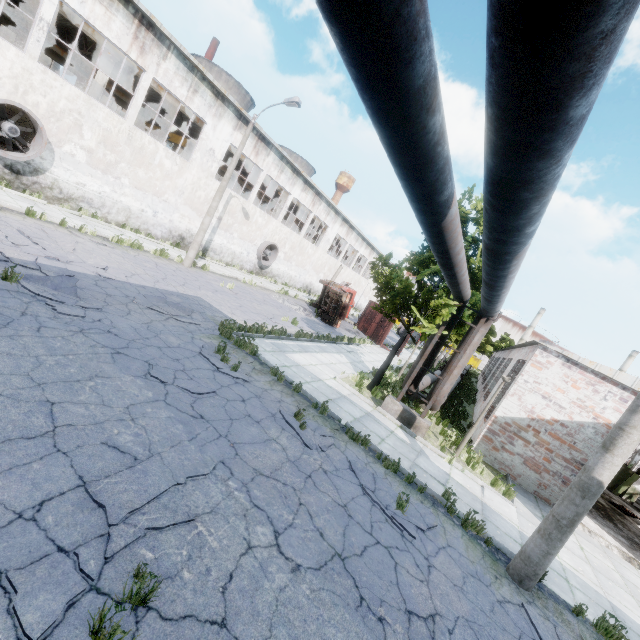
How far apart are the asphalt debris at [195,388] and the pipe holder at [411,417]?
6.83m

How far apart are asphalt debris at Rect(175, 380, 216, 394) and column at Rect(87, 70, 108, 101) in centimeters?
1776cm

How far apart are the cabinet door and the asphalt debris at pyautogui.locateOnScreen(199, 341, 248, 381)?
23.4 meters

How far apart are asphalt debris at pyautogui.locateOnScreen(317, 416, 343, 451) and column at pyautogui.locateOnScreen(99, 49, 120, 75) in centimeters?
1972cm

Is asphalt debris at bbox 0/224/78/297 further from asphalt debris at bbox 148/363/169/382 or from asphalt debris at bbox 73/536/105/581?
asphalt debris at bbox 73/536/105/581

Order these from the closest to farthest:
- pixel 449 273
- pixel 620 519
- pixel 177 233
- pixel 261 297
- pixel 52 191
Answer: pixel 449 273 < pixel 620 519 < pixel 52 191 < pixel 261 297 < pixel 177 233

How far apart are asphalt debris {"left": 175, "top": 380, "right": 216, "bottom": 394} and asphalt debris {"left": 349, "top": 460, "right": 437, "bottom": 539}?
3.4 meters

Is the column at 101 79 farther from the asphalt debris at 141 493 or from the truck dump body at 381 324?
the truck dump body at 381 324
